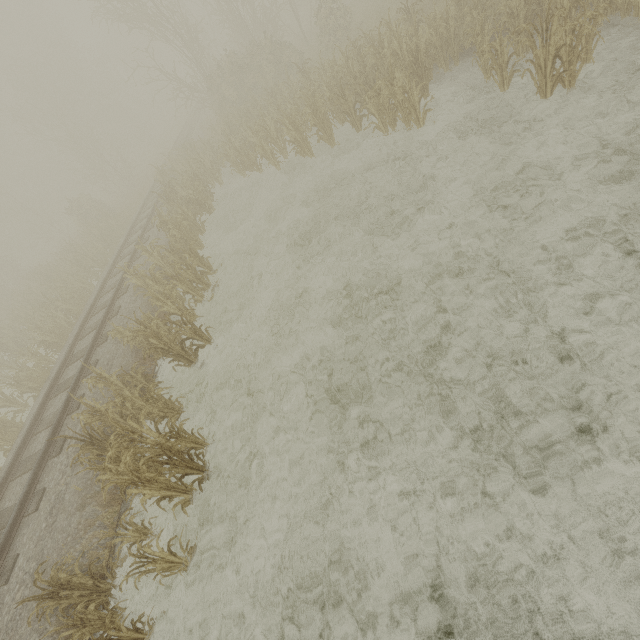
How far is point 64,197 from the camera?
22.91m
